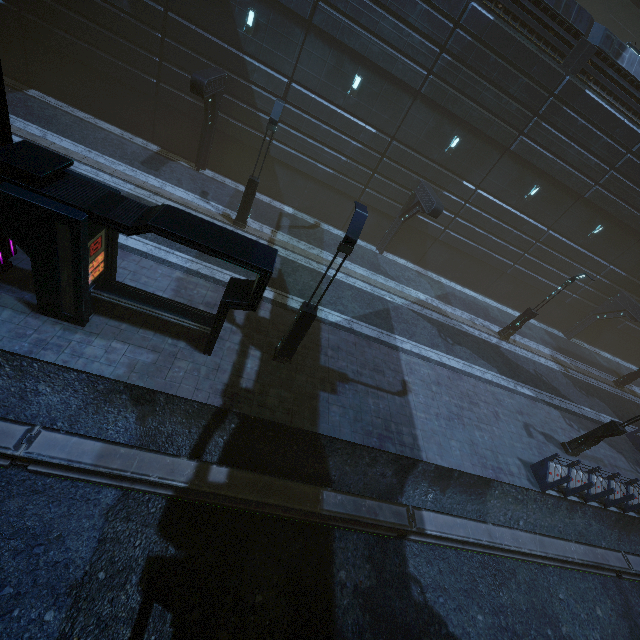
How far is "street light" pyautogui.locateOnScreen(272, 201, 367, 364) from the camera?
8.1 meters

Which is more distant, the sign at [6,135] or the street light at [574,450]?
the street light at [574,450]

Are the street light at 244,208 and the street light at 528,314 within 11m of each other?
no

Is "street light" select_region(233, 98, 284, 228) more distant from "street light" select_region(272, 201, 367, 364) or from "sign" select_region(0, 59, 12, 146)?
"sign" select_region(0, 59, 12, 146)

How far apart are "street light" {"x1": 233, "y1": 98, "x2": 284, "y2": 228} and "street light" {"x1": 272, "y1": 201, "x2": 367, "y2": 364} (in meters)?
7.25

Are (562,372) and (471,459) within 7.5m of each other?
no

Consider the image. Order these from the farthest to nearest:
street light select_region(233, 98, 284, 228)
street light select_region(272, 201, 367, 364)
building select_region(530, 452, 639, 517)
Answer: street light select_region(233, 98, 284, 228) < building select_region(530, 452, 639, 517) < street light select_region(272, 201, 367, 364)

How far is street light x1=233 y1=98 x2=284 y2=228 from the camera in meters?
12.9 m
